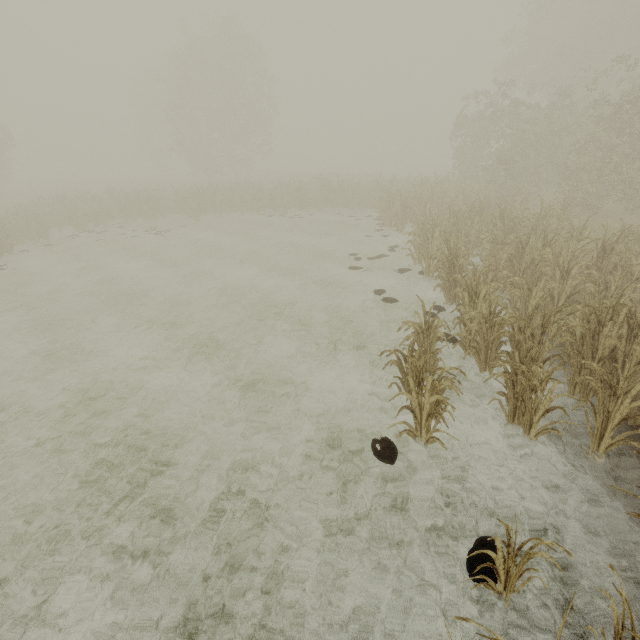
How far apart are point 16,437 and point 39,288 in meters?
8.7 m

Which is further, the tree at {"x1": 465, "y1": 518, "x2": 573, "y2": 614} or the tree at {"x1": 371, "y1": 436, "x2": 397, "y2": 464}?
the tree at {"x1": 371, "y1": 436, "x2": 397, "y2": 464}

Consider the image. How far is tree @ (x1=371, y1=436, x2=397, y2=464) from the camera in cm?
448

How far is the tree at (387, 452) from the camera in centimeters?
448cm

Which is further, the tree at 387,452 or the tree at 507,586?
the tree at 387,452
